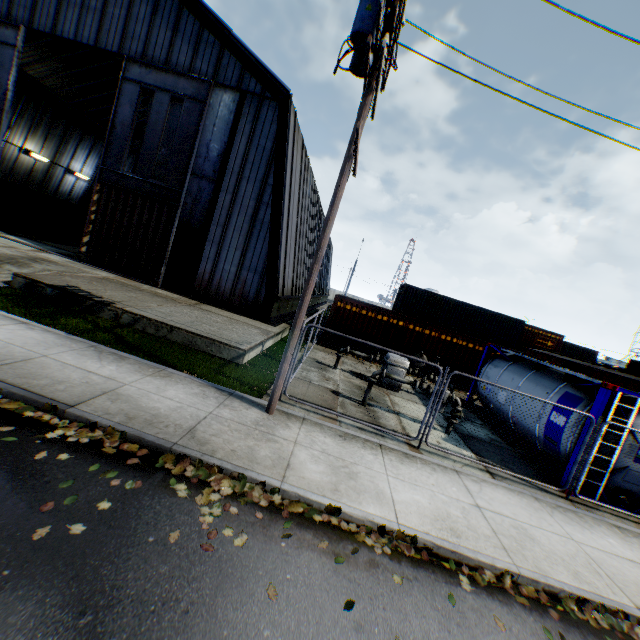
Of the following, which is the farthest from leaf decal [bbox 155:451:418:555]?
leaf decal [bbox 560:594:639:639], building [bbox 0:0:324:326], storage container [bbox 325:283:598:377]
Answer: storage container [bbox 325:283:598:377]

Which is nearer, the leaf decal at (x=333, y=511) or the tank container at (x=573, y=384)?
the leaf decal at (x=333, y=511)

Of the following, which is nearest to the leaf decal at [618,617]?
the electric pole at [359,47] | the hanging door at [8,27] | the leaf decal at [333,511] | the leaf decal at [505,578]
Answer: the leaf decal at [505,578]

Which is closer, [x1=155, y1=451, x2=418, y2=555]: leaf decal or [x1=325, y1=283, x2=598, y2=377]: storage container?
[x1=155, y1=451, x2=418, y2=555]: leaf decal

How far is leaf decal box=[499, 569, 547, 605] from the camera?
4.53m

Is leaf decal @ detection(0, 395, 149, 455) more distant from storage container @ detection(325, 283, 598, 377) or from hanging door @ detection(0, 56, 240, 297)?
storage container @ detection(325, 283, 598, 377)

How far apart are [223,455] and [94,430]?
2.07m

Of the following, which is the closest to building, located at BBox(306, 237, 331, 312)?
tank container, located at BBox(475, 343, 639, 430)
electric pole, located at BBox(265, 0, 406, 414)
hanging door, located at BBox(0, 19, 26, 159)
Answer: hanging door, located at BBox(0, 19, 26, 159)
